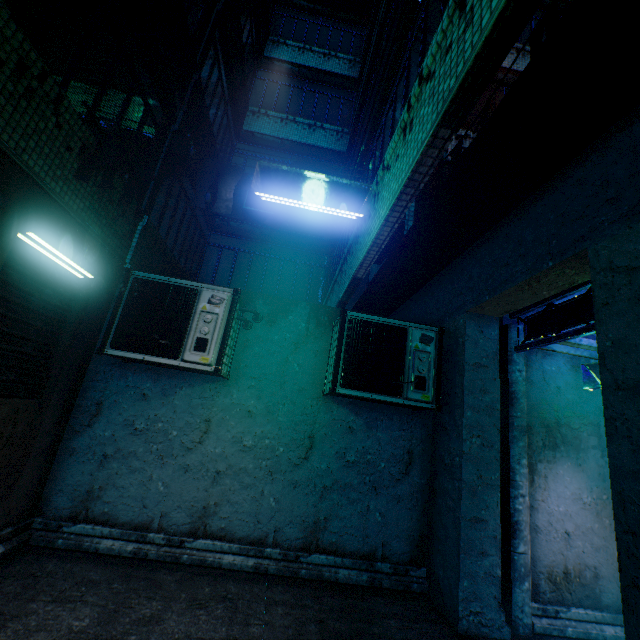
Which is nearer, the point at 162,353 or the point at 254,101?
the point at 162,353

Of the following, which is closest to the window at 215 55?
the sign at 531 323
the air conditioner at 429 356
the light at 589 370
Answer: the air conditioner at 429 356

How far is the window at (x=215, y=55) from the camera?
6.4 meters

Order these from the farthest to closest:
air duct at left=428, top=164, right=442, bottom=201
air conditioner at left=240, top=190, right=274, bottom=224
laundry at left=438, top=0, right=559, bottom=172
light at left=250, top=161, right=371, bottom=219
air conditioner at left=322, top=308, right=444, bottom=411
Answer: air conditioner at left=240, top=190, right=274, bottom=224, air duct at left=428, top=164, right=442, bottom=201, air conditioner at left=322, top=308, right=444, bottom=411, light at left=250, top=161, right=371, bottom=219, laundry at left=438, top=0, right=559, bottom=172

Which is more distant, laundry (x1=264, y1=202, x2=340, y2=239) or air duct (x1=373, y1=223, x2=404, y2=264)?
air duct (x1=373, y1=223, x2=404, y2=264)

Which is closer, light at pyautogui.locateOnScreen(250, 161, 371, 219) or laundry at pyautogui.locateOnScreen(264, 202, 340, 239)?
light at pyautogui.locateOnScreen(250, 161, 371, 219)

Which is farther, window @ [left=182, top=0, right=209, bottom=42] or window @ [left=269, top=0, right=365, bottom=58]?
window @ [left=269, top=0, right=365, bottom=58]

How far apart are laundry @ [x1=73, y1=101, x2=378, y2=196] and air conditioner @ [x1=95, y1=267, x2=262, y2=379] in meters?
1.0 m
